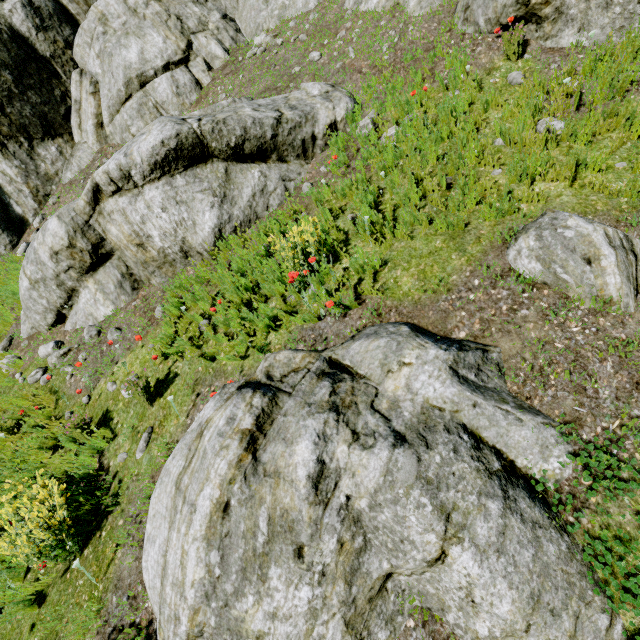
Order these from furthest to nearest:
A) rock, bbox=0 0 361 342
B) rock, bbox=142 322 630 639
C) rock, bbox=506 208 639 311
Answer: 1. rock, bbox=0 0 361 342
2. rock, bbox=506 208 639 311
3. rock, bbox=142 322 630 639

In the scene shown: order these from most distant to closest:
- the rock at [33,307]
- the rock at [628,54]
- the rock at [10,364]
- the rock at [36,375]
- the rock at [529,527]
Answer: the rock at [10,364] → the rock at [36,375] → the rock at [33,307] → the rock at [628,54] → the rock at [529,527]

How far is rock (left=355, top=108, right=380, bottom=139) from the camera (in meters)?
5.61

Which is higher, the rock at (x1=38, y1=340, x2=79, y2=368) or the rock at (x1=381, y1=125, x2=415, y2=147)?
the rock at (x1=381, y1=125, x2=415, y2=147)

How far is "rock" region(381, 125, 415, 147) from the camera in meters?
5.1

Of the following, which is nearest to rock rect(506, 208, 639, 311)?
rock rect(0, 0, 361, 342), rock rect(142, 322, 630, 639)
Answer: rock rect(142, 322, 630, 639)

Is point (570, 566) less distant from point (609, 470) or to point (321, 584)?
point (609, 470)

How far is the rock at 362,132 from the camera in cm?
561
